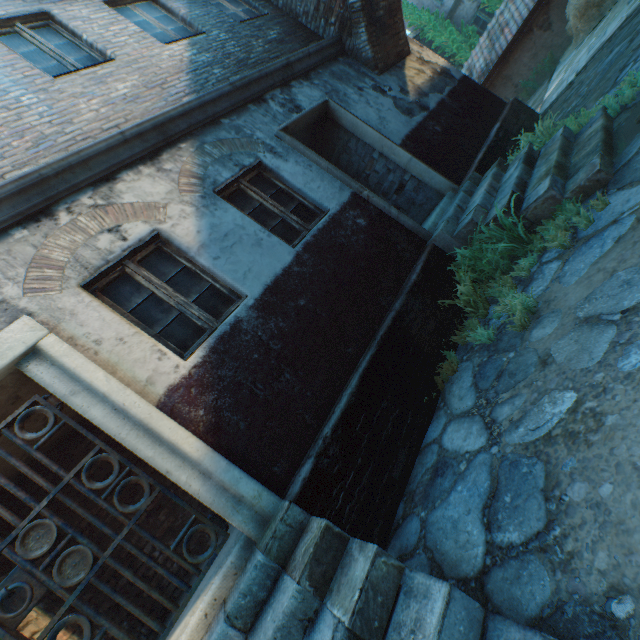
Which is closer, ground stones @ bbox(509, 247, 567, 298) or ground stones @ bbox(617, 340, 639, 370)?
ground stones @ bbox(617, 340, 639, 370)

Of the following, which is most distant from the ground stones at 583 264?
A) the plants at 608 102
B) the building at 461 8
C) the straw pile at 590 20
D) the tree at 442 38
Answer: the building at 461 8

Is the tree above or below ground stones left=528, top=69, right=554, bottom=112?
above

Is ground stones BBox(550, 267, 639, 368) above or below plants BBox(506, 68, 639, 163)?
below

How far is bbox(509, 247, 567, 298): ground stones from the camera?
3.2m

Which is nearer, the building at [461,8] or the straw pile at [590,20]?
the straw pile at [590,20]

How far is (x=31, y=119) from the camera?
3.91m

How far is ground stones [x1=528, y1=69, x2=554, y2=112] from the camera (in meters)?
10.31
